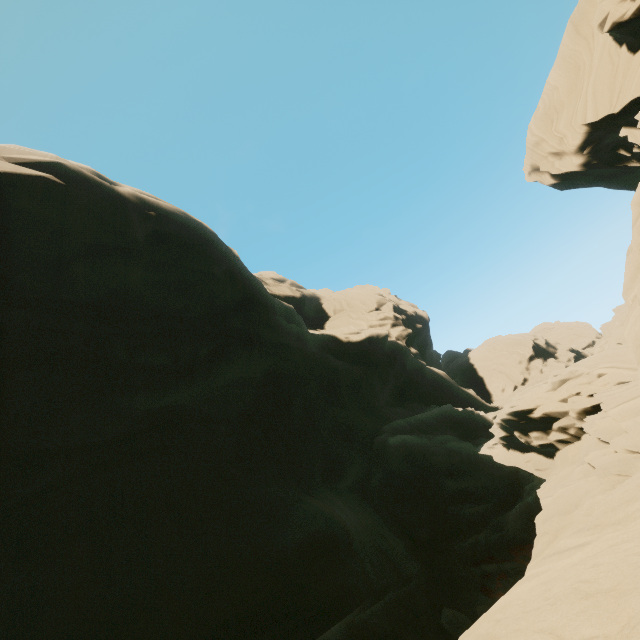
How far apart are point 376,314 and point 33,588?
49.4m
